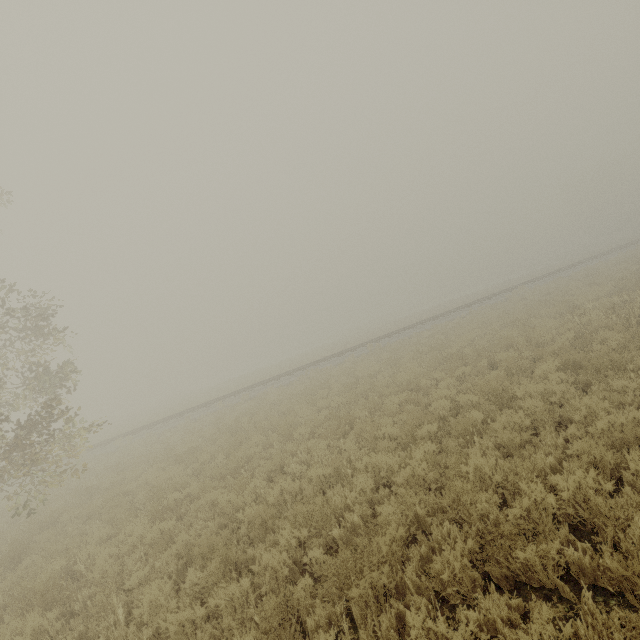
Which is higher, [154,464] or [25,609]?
[154,464]
